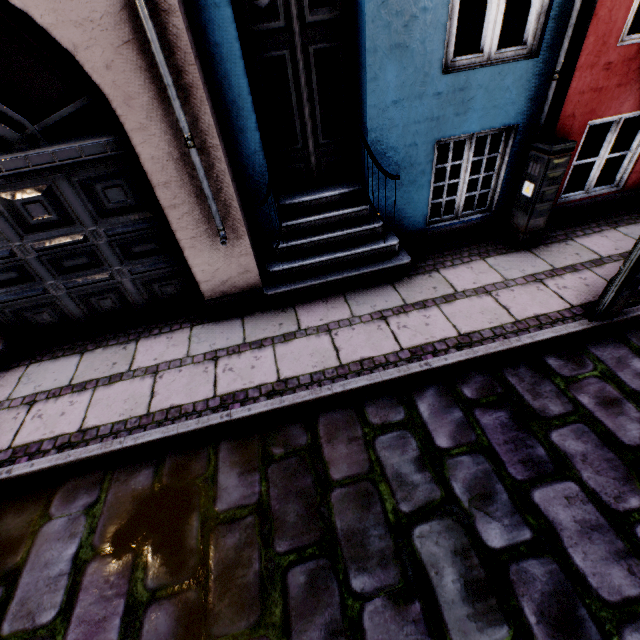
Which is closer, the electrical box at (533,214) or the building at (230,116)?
the building at (230,116)

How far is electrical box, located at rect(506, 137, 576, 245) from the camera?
3.72m

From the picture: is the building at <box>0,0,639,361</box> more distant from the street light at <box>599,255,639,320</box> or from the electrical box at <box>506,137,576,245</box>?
the street light at <box>599,255,639,320</box>

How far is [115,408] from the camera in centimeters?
329cm

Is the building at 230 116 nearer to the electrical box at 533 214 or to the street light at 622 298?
the electrical box at 533 214

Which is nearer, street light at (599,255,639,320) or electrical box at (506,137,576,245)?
street light at (599,255,639,320)

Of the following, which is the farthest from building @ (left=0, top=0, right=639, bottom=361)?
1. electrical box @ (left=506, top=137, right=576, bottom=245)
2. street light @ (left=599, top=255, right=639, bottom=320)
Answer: street light @ (left=599, top=255, right=639, bottom=320)
